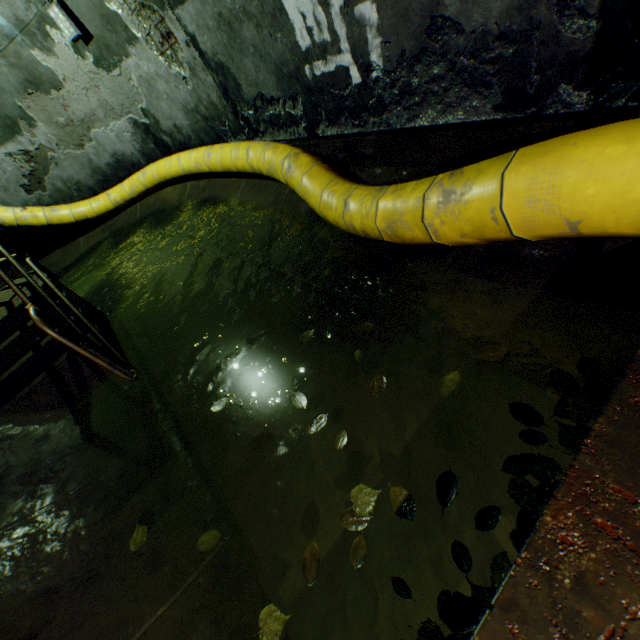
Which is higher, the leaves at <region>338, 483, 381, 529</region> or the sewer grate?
the sewer grate

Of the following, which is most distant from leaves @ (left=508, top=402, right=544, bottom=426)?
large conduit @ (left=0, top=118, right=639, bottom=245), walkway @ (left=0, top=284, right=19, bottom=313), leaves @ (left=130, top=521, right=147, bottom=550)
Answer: walkway @ (left=0, top=284, right=19, bottom=313)

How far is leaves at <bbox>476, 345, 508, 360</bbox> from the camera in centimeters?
167cm

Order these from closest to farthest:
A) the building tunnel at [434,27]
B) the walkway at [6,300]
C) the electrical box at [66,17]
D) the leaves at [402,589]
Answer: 1. the leaves at [402,589]
2. the building tunnel at [434,27]
3. the walkway at [6,300]
4. the electrical box at [66,17]

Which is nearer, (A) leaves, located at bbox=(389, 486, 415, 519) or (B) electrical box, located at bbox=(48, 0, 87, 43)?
(A) leaves, located at bbox=(389, 486, 415, 519)

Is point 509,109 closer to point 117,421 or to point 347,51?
point 347,51

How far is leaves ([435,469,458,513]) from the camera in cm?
138

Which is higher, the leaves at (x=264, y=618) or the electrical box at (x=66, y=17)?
→ the electrical box at (x=66, y=17)
